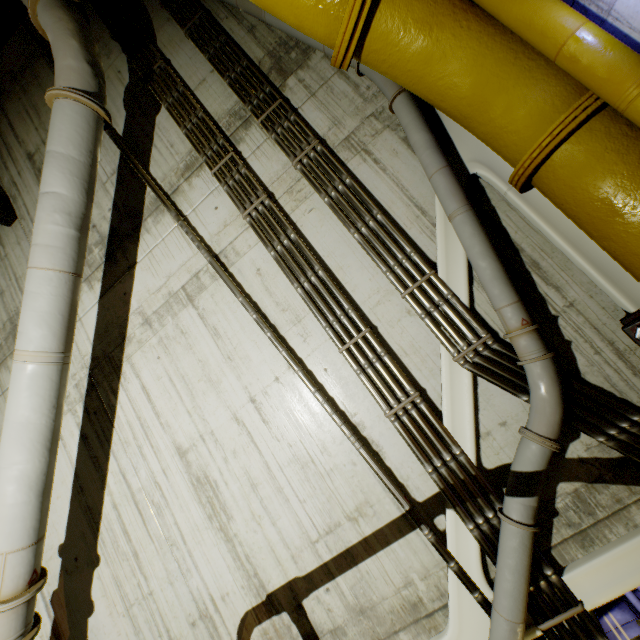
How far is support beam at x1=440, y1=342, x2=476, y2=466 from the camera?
3.2 meters

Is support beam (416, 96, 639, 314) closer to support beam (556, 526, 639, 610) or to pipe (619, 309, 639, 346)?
pipe (619, 309, 639, 346)

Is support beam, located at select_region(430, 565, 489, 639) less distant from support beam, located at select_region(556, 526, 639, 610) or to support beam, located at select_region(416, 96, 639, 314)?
support beam, located at select_region(556, 526, 639, 610)

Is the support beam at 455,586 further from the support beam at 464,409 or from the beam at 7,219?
the beam at 7,219

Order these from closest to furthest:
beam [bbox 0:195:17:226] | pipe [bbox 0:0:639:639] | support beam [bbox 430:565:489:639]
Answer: pipe [bbox 0:0:639:639], support beam [bbox 430:565:489:639], beam [bbox 0:195:17:226]

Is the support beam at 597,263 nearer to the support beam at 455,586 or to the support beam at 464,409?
the support beam at 464,409

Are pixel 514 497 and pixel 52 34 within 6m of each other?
no

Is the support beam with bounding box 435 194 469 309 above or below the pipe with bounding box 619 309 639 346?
above
